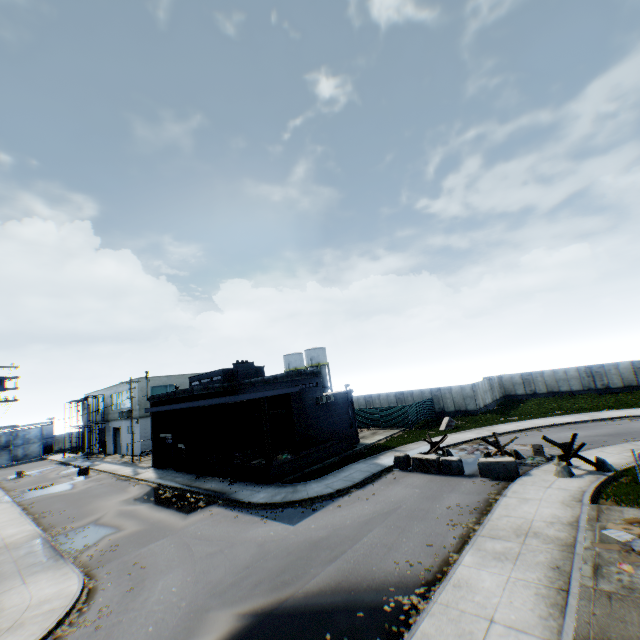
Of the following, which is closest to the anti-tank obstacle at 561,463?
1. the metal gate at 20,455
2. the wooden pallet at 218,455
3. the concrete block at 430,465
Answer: the concrete block at 430,465

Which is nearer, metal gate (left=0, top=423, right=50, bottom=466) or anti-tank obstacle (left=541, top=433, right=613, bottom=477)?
anti-tank obstacle (left=541, top=433, right=613, bottom=477)

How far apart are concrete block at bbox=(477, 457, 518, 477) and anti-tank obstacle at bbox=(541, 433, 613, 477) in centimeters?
173cm

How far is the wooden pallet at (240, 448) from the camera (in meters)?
23.34

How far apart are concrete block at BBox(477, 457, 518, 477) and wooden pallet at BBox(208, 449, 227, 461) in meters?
18.7 m

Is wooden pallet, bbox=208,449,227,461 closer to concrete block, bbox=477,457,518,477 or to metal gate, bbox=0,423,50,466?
concrete block, bbox=477,457,518,477

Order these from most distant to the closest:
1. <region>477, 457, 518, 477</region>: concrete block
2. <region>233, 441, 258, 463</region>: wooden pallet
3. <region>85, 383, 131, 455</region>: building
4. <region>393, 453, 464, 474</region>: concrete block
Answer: <region>85, 383, 131, 455</region>: building → <region>233, 441, 258, 463</region>: wooden pallet → <region>393, 453, 464, 474</region>: concrete block → <region>477, 457, 518, 477</region>: concrete block

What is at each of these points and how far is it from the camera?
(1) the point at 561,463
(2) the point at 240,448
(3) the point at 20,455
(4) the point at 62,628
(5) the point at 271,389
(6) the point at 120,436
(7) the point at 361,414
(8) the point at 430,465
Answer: (1) anti-tank obstacle, 15.38m
(2) wooden pallet, 25.05m
(3) metal gate, 57.06m
(4) leaf decal, 9.69m
(5) building, 26.89m
(6) building, 46.62m
(7) metal fence, 37.69m
(8) concrete block, 18.98m
